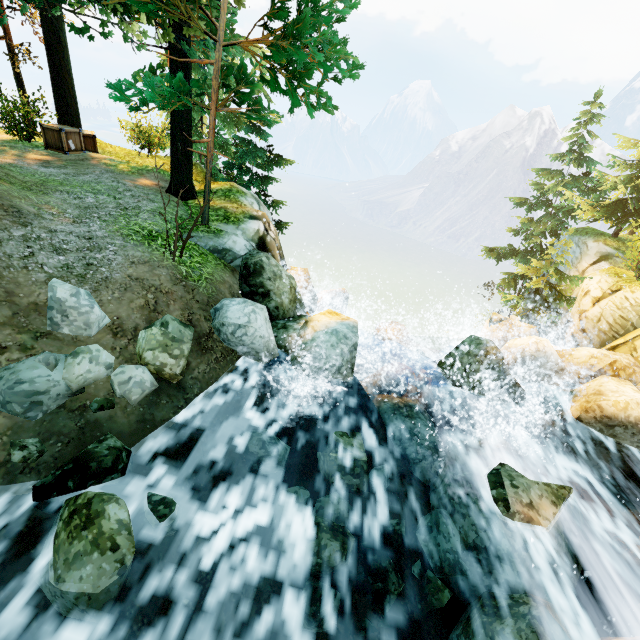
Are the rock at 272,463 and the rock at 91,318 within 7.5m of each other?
yes

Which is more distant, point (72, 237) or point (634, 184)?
point (634, 184)

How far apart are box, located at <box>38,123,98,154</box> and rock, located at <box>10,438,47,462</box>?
11.28m

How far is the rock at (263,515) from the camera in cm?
477

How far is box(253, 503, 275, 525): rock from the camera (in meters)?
4.77

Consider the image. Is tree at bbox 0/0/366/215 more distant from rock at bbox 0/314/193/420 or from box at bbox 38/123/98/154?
rock at bbox 0/314/193/420

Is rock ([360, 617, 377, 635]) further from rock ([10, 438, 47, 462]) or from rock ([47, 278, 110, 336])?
rock ([10, 438, 47, 462])

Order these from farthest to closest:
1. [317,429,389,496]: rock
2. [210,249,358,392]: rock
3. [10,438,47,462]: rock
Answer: [210,249,358,392]: rock < [317,429,389,496]: rock < [10,438,47,462]: rock
